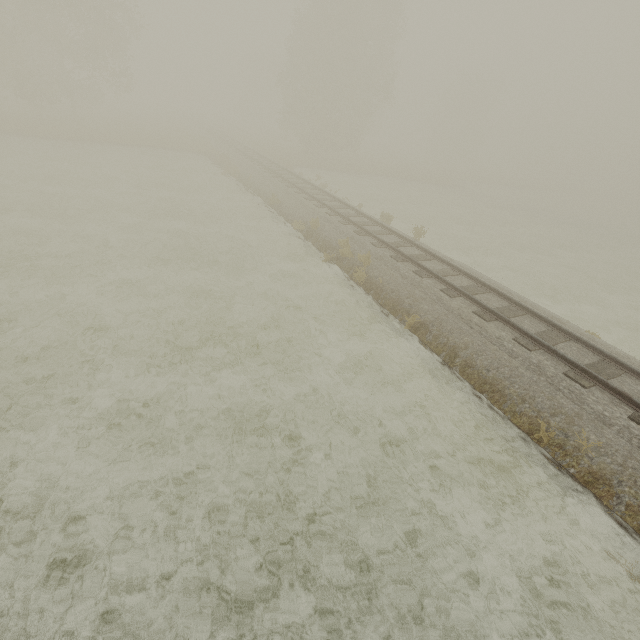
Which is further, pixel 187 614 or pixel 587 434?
pixel 587 434
